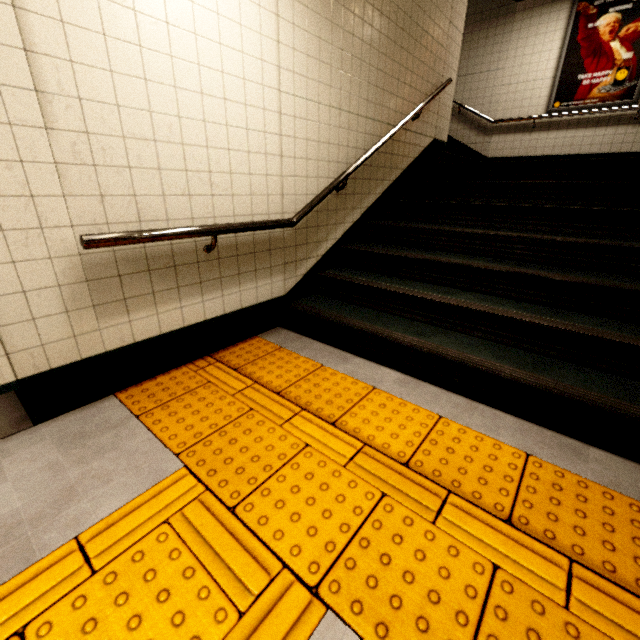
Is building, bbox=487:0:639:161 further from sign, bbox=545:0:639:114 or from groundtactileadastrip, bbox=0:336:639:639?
groundtactileadastrip, bbox=0:336:639:639

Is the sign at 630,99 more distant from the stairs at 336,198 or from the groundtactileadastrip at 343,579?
the groundtactileadastrip at 343,579

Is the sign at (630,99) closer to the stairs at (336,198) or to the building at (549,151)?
the building at (549,151)

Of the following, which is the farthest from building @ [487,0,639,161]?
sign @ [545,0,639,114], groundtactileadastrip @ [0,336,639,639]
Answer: groundtactileadastrip @ [0,336,639,639]

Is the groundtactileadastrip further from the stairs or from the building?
the building

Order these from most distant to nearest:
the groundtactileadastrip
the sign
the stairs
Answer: the sign < the stairs < the groundtactileadastrip

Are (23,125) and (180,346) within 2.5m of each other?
yes

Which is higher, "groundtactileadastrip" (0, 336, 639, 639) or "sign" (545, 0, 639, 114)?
"sign" (545, 0, 639, 114)
